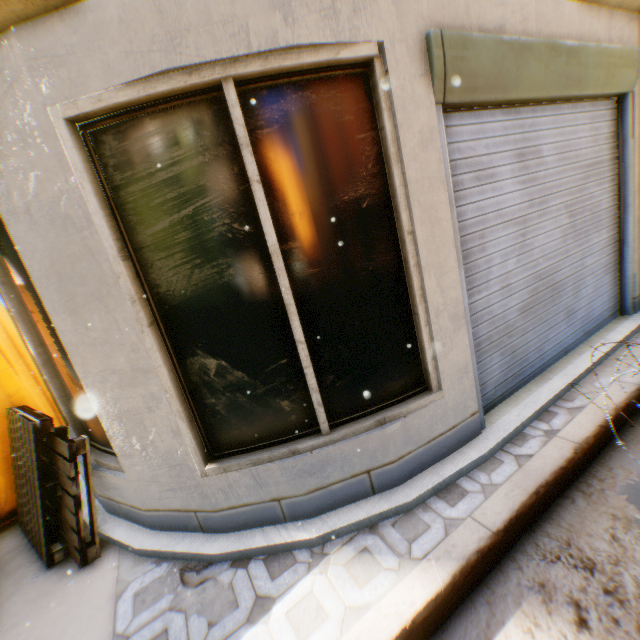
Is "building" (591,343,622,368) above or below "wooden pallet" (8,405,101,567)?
below

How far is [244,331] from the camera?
2.17m

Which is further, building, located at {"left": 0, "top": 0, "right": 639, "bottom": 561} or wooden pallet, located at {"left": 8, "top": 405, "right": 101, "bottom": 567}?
wooden pallet, located at {"left": 8, "top": 405, "right": 101, "bottom": 567}

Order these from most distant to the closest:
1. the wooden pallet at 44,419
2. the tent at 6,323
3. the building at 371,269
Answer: the tent at 6,323, the wooden pallet at 44,419, the building at 371,269

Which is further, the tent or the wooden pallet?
the tent

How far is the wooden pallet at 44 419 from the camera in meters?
2.5 m

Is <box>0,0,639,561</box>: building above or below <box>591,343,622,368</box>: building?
above

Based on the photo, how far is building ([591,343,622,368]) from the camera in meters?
3.4
